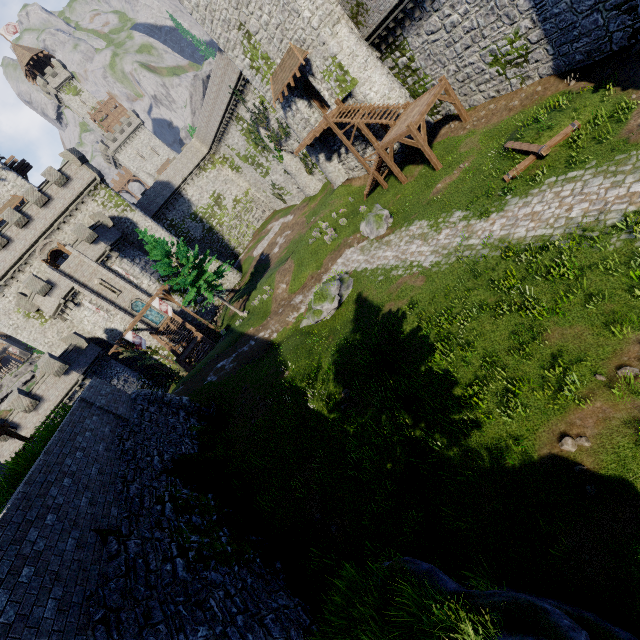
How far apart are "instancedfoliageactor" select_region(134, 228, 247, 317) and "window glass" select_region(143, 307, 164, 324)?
13.0m

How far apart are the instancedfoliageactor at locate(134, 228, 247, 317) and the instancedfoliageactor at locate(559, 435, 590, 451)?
26.7m

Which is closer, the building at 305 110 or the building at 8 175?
the building at 305 110

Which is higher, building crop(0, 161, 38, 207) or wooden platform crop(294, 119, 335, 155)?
building crop(0, 161, 38, 207)

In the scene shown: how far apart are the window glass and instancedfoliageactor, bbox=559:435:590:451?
40.1 meters

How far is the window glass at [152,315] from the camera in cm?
3812

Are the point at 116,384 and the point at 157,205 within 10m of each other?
no

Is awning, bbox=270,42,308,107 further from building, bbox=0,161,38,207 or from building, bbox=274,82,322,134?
building, bbox=0,161,38,207
